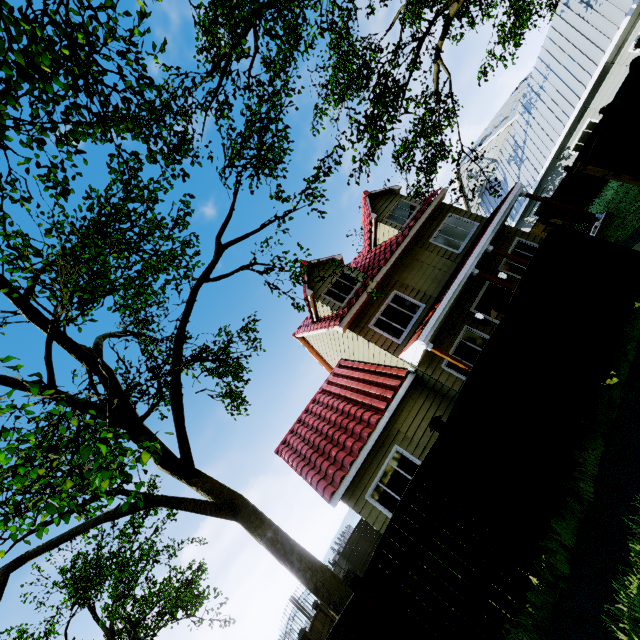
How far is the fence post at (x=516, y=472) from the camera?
5.07m

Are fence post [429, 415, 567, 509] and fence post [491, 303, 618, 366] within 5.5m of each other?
yes

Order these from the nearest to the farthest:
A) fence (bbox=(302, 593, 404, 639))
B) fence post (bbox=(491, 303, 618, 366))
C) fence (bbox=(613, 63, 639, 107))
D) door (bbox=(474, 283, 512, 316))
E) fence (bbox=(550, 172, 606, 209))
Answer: fence (bbox=(302, 593, 404, 639)) → fence post (bbox=(491, 303, 618, 366)) → fence (bbox=(613, 63, 639, 107)) → door (bbox=(474, 283, 512, 316)) → fence (bbox=(550, 172, 606, 209))

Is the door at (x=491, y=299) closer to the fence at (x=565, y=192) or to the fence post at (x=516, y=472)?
the fence at (x=565, y=192)

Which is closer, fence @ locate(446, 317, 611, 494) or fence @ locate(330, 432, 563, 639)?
fence @ locate(330, 432, 563, 639)

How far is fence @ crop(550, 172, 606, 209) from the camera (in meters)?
16.14

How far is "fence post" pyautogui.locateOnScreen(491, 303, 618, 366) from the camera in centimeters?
599cm

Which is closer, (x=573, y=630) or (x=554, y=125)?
(x=573, y=630)
